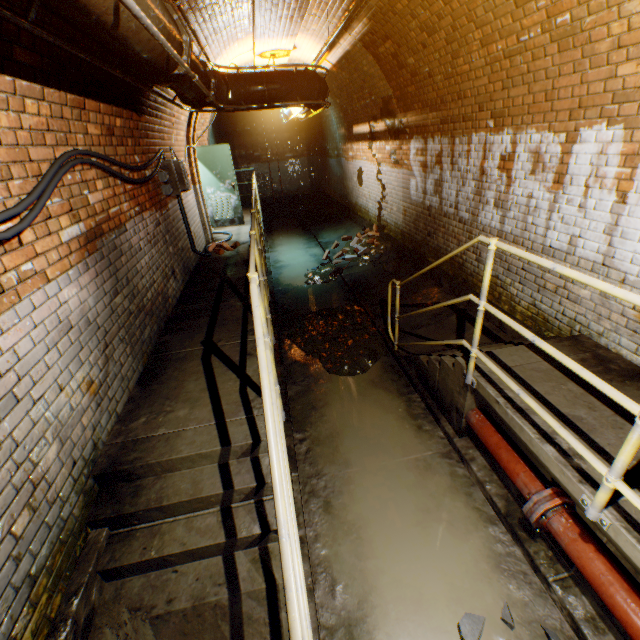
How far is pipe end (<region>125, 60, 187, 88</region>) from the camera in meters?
2.7 m

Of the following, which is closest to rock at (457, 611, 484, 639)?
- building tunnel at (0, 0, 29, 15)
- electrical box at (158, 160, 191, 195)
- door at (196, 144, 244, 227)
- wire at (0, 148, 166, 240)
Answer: building tunnel at (0, 0, 29, 15)

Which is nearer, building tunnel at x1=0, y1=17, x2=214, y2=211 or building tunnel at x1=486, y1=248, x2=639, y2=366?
building tunnel at x1=0, y1=17, x2=214, y2=211

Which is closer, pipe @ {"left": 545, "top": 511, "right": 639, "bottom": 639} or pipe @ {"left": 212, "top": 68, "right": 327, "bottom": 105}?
pipe @ {"left": 545, "top": 511, "right": 639, "bottom": 639}

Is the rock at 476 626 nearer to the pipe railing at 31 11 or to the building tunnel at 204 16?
the building tunnel at 204 16

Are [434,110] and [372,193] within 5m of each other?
yes

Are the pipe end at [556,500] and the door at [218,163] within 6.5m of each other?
no

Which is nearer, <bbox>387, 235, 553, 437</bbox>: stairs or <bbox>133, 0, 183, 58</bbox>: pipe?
<bbox>133, 0, 183, 58</bbox>: pipe
